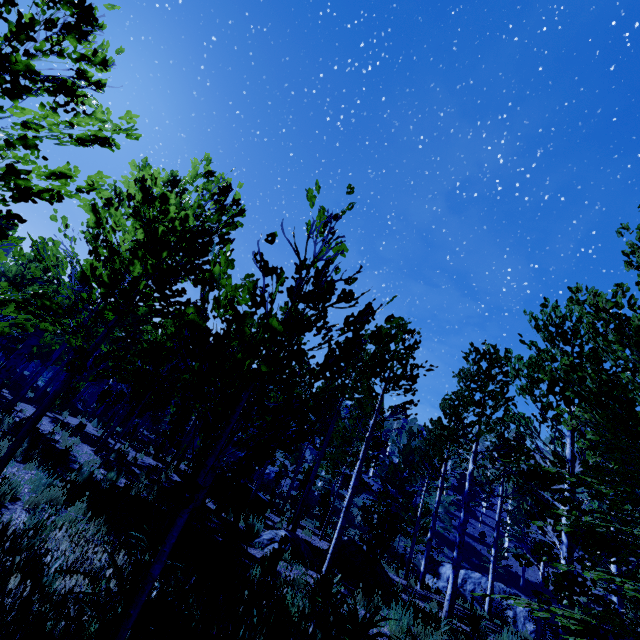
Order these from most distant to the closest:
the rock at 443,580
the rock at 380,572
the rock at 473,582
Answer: the rock at 443,580 → the rock at 473,582 → the rock at 380,572

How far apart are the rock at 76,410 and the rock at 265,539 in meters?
17.6 m

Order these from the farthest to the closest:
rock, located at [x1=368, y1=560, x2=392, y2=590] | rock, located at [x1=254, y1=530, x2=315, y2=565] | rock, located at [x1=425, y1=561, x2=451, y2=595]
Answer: rock, located at [x1=425, y1=561, x2=451, y2=595], rock, located at [x1=368, y1=560, x2=392, y2=590], rock, located at [x1=254, y1=530, x2=315, y2=565]

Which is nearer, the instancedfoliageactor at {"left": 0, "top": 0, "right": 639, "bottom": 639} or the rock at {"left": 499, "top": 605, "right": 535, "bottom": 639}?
the instancedfoliageactor at {"left": 0, "top": 0, "right": 639, "bottom": 639}

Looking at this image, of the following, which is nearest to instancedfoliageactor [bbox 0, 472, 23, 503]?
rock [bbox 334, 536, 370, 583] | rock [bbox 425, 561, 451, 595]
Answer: rock [bbox 334, 536, 370, 583]

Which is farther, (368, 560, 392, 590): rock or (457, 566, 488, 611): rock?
(457, 566, 488, 611): rock

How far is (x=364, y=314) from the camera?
3.00m

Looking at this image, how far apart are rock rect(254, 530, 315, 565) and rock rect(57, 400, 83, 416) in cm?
1763
